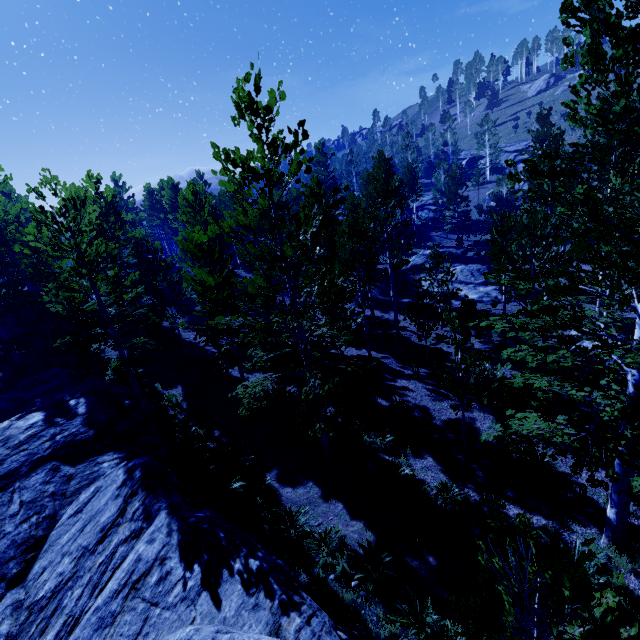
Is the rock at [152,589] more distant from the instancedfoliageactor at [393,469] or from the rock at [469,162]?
the rock at [469,162]

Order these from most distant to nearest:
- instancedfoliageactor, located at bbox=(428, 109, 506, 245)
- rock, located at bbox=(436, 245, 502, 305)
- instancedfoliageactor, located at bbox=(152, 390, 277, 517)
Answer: instancedfoliageactor, located at bbox=(428, 109, 506, 245), rock, located at bbox=(436, 245, 502, 305), instancedfoliageactor, located at bbox=(152, 390, 277, 517)

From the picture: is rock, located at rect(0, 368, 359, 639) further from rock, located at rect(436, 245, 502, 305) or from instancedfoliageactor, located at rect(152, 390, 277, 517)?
rock, located at rect(436, 245, 502, 305)

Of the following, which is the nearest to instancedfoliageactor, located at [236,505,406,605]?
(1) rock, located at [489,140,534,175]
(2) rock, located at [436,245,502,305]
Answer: (2) rock, located at [436,245,502,305]

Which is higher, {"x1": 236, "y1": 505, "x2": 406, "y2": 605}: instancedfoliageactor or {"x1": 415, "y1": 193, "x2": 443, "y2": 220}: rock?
{"x1": 415, "y1": 193, "x2": 443, "y2": 220}: rock

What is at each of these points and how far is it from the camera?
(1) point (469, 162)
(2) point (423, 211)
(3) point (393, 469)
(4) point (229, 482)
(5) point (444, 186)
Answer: (1) rock, 55.0m
(2) rock, 50.9m
(3) instancedfoliageactor, 9.7m
(4) instancedfoliageactor, 9.1m
(5) instancedfoliageactor, 39.1m

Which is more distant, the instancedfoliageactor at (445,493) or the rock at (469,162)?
the rock at (469,162)
